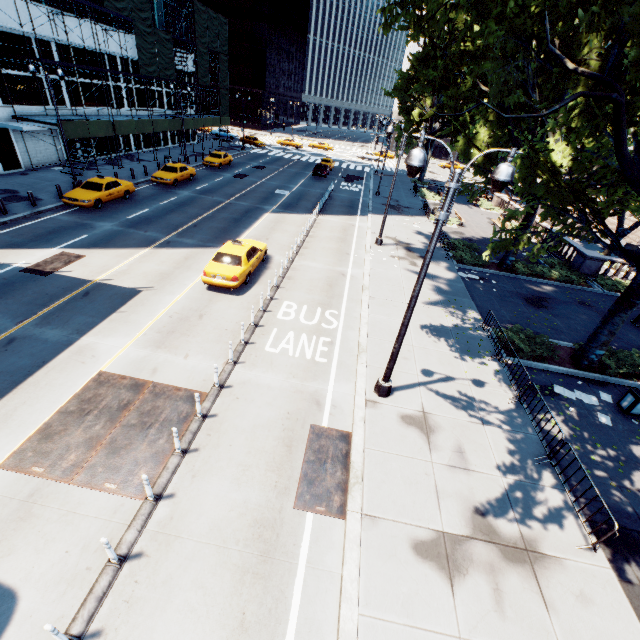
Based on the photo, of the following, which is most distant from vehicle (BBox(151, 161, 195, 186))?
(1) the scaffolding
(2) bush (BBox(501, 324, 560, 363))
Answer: (2) bush (BBox(501, 324, 560, 363))

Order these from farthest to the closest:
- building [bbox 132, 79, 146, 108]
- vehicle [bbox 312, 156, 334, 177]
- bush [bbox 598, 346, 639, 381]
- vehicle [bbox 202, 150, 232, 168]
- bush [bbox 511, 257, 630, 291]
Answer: vehicle [bbox 312, 156, 334, 177] < vehicle [bbox 202, 150, 232, 168] < building [bbox 132, 79, 146, 108] < bush [bbox 511, 257, 630, 291] < bush [bbox 598, 346, 639, 381]

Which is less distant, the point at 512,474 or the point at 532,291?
the point at 512,474

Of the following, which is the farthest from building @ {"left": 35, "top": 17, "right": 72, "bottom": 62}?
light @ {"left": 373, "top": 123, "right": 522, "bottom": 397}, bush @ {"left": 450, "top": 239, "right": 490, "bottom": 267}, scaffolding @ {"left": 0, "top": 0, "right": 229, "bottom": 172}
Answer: bush @ {"left": 450, "top": 239, "right": 490, "bottom": 267}

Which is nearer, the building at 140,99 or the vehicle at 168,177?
the vehicle at 168,177

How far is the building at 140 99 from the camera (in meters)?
35.88

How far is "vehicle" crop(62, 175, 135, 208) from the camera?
20.50m

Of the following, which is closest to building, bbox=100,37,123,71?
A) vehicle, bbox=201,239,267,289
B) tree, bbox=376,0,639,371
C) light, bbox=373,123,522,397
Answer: vehicle, bbox=201,239,267,289
